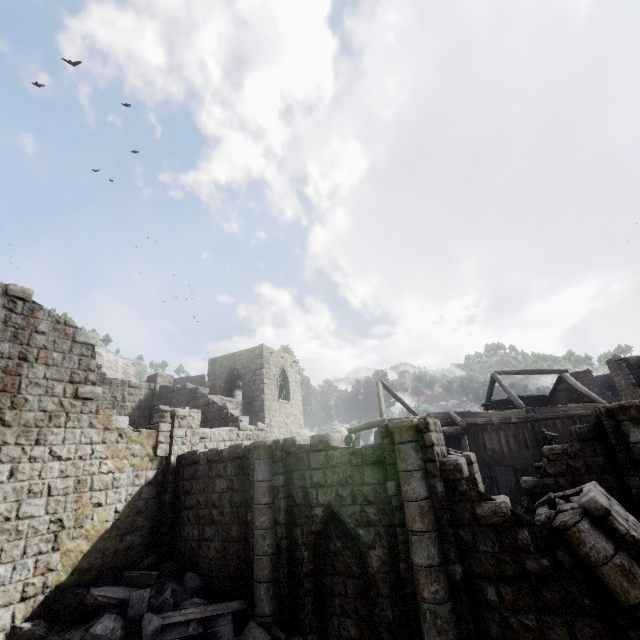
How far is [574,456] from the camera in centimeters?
1028cm

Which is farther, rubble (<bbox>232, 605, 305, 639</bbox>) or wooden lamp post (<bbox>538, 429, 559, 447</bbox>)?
wooden lamp post (<bbox>538, 429, 559, 447</bbox>)

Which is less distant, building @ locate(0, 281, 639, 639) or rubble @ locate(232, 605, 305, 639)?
building @ locate(0, 281, 639, 639)

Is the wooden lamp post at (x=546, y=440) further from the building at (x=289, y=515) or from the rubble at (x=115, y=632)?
the rubble at (x=115, y=632)

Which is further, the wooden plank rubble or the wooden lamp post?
the wooden lamp post

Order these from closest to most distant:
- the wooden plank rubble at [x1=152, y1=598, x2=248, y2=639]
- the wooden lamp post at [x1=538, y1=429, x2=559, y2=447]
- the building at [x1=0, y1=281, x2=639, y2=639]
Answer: the building at [x1=0, y1=281, x2=639, y2=639] → the wooden plank rubble at [x1=152, y1=598, x2=248, y2=639] → the wooden lamp post at [x1=538, y1=429, x2=559, y2=447]

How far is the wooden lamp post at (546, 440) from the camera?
16.5m

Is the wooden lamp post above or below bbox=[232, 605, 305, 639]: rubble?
above
